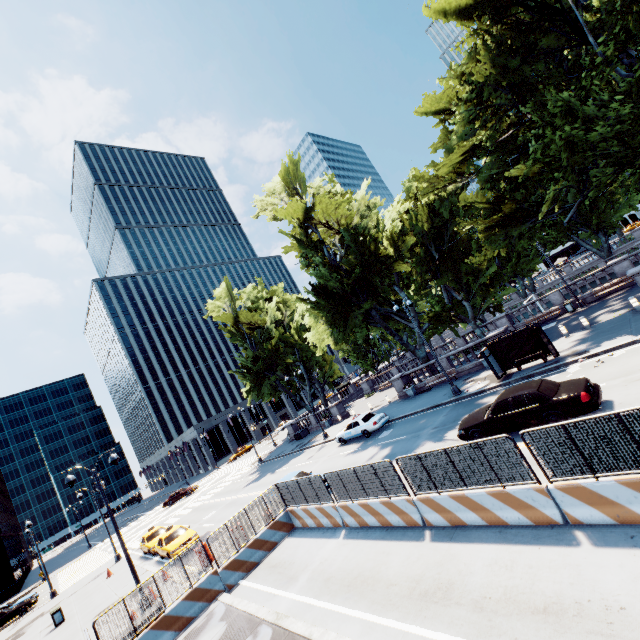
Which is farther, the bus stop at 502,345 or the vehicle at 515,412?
the bus stop at 502,345

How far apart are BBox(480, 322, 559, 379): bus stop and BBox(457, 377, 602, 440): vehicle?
5.43m

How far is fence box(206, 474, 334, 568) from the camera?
13.44m

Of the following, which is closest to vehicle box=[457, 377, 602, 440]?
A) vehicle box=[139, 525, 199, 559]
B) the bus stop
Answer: the bus stop

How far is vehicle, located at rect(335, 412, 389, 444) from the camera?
23.7m

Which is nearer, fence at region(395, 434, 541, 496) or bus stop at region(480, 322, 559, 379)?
fence at region(395, 434, 541, 496)

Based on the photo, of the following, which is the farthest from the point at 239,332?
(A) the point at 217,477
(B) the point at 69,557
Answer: (B) the point at 69,557

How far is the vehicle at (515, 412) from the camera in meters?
10.7 m
